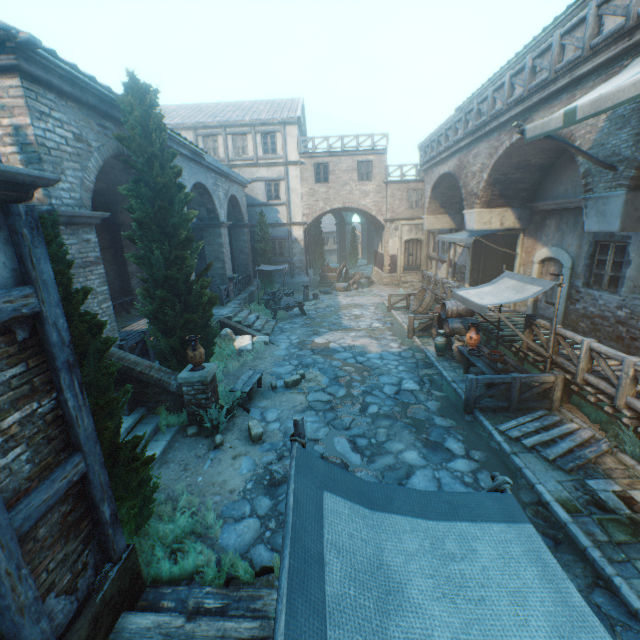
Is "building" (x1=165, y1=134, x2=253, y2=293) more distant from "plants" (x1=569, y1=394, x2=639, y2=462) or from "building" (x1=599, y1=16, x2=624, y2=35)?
"plants" (x1=569, y1=394, x2=639, y2=462)

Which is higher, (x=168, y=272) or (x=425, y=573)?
(x=168, y=272)

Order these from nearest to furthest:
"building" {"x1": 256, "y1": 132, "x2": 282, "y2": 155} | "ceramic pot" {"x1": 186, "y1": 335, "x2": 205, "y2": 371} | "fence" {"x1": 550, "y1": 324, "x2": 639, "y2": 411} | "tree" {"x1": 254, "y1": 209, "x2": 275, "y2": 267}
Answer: "fence" {"x1": 550, "y1": 324, "x2": 639, "y2": 411}, "ceramic pot" {"x1": 186, "y1": 335, "x2": 205, "y2": 371}, "tree" {"x1": 254, "y1": 209, "x2": 275, "y2": 267}, "building" {"x1": 256, "y1": 132, "x2": 282, "y2": 155}

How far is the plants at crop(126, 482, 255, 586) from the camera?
4.2 meters

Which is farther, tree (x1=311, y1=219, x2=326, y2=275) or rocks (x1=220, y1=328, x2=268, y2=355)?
tree (x1=311, y1=219, x2=326, y2=275)

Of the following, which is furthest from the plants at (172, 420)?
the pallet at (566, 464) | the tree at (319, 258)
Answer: the tree at (319, 258)

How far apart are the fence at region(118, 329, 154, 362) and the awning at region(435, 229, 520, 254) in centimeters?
1077cm

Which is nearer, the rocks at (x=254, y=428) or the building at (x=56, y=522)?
the building at (x=56, y=522)
